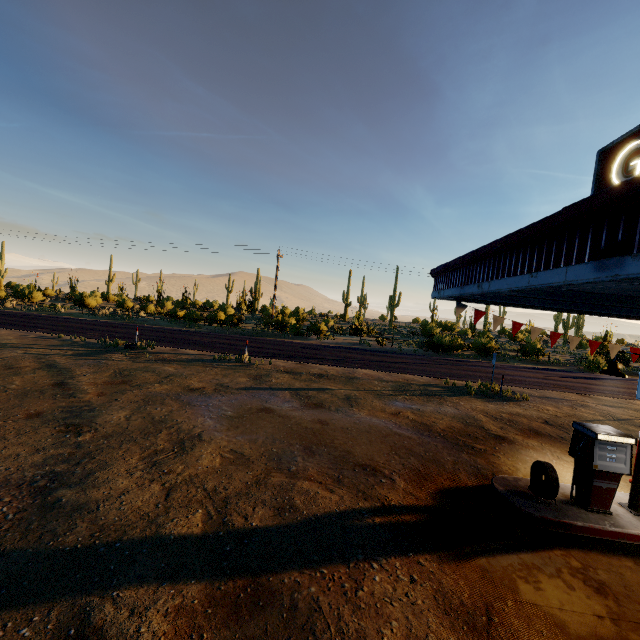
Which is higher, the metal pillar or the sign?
the sign

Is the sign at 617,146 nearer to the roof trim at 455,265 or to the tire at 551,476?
the roof trim at 455,265

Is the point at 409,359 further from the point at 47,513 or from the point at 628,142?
the point at 47,513

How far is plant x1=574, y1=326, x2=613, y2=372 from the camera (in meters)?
25.00

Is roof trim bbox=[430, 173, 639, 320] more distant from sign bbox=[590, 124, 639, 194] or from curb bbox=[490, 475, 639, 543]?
curb bbox=[490, 475, 639, 543]

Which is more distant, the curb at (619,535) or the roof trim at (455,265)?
the curb at (619,535)

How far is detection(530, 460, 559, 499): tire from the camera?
6.0m

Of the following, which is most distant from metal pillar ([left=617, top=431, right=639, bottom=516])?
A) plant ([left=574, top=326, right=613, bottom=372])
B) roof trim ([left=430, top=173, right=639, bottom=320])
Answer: plant ([left=574, top=326, right=613, bottom=372])
